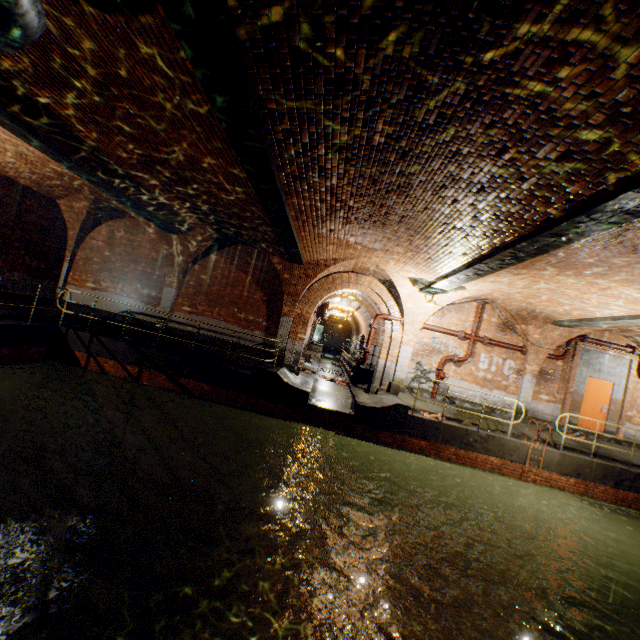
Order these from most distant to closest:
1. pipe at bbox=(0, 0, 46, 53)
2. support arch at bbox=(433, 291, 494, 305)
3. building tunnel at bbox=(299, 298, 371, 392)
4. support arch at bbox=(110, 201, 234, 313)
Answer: building tunnel at bbox=(299, 298, 371, 392), support arch at bbox=(110, 201, 234, 313), support arch at bbox=(433, 291, 494, 305), pipe at bbox=(0, 0, 46, 53)

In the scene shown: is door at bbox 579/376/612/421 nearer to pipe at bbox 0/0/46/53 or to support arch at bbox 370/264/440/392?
support arch at bbox 370/264/440/392

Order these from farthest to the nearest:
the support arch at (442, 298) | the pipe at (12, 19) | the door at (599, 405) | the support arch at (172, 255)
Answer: the door at (599, 405)
the support arch at (172, 255)
the support arch at (442, 298)
the pipe at (12, 19)

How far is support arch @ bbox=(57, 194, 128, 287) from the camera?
12.1 meters

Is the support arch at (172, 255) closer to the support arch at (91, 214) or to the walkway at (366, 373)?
the support arch at (91, 214)

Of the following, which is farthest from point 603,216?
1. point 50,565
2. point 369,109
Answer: point 50,565

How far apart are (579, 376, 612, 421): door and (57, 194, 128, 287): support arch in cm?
1987

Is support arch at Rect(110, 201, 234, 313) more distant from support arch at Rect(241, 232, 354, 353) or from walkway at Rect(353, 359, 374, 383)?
walkway at Rect(353, 359, 374, 383)
